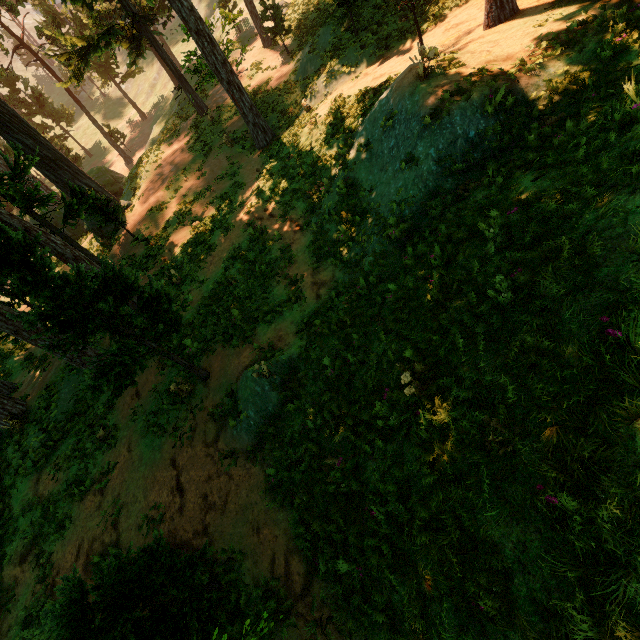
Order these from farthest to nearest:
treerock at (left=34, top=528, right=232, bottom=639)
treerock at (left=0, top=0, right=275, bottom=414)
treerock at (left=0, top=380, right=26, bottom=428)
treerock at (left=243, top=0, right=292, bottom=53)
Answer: treerock at (left=243, top=0, right=292, bottom=53)
treerock at (left=0, top=380, right=26, bottom=428)
treerock at (left=0, top=0, right=275, bottom=414)
treerock at (left=34, top=528, right=232, bottom=639)

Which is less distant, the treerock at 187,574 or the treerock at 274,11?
the treerock at 187,574

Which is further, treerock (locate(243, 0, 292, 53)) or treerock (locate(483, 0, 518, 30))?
treerock (locate(243, 0, 292, 53))

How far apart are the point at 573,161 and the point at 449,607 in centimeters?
636cm

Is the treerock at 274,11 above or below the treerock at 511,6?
above
